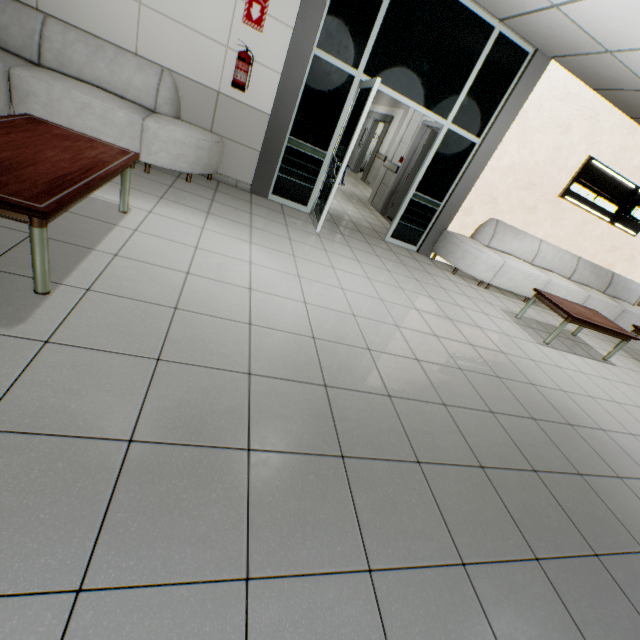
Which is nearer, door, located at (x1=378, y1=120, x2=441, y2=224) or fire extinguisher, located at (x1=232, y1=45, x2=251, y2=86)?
fire extinguisher, located at (x1=232, y1=45, x2=251, y2=86)

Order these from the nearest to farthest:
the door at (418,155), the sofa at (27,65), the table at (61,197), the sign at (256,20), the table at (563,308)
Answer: the table at (61,197) → the sofa at (27,65) → the sign at (256,20) → the table at (563,308) → the door at (418,155)

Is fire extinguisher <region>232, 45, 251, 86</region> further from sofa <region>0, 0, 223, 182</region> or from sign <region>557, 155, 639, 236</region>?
sign <region>557, 155, 639, 236</region>

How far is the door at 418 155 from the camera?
7.2m

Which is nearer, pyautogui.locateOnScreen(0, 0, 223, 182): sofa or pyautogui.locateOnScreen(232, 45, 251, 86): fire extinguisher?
pyautogui.locateOnScreen(0, 0, 223, 182): sofa

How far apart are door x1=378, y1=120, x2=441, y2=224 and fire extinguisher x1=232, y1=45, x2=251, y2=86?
3.8m

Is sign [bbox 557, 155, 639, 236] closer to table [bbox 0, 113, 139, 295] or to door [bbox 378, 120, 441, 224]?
door [bbox 378, 120, 441, 224]

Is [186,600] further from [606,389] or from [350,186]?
[350,186]
